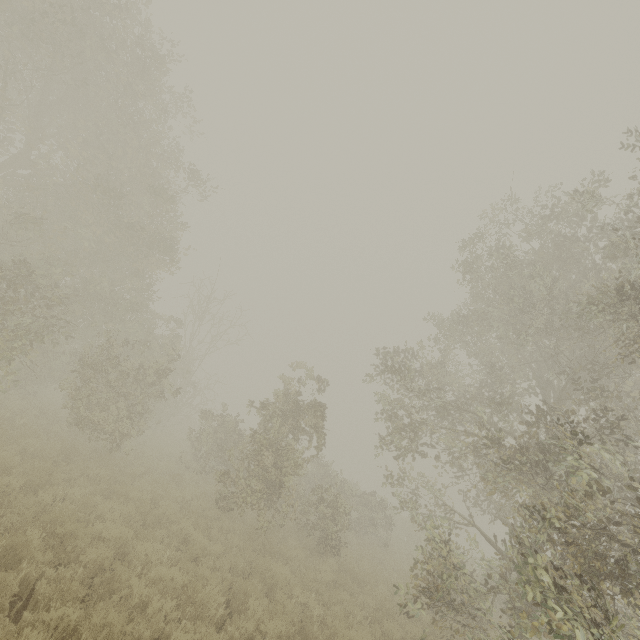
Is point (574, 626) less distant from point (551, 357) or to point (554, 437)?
point (554, 437)
